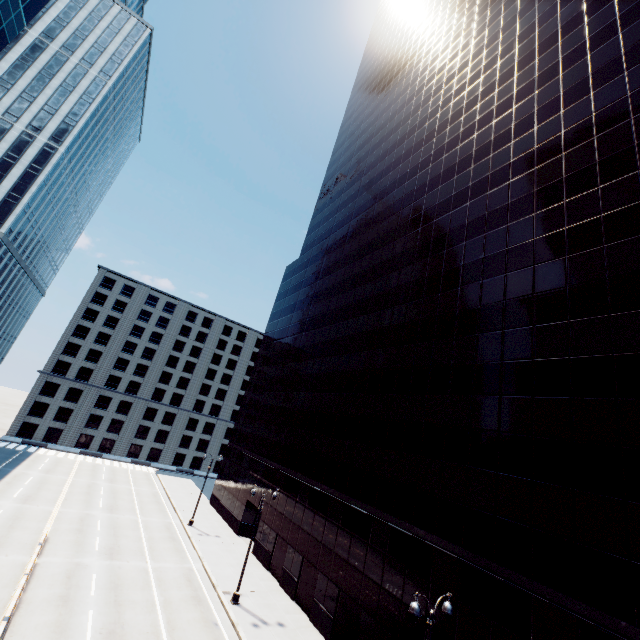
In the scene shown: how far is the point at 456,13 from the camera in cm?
4269
